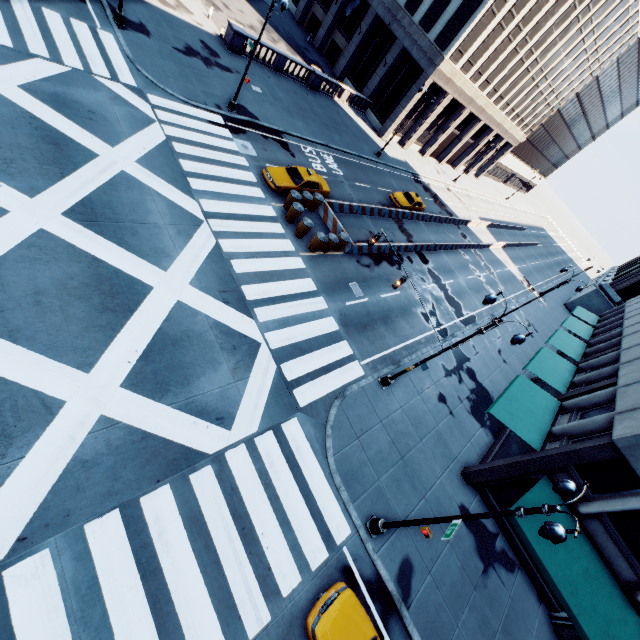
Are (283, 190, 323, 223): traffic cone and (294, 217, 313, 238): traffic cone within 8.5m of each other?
yes

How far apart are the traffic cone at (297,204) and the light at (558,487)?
17.1 meters

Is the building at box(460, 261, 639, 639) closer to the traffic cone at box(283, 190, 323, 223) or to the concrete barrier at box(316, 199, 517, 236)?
the concrete barrier at box(316, 199, 517, 236)

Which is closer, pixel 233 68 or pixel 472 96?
pixel 233 68

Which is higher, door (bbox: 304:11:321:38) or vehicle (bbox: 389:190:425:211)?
door (bbox: 304:11:321:38)

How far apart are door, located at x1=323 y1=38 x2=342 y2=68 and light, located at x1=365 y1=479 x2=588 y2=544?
52.3 meters

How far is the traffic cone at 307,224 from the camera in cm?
1891

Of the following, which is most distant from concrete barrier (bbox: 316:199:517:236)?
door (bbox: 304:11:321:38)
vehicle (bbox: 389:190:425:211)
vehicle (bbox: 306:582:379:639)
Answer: door (bbox: 304:11:321:38)
